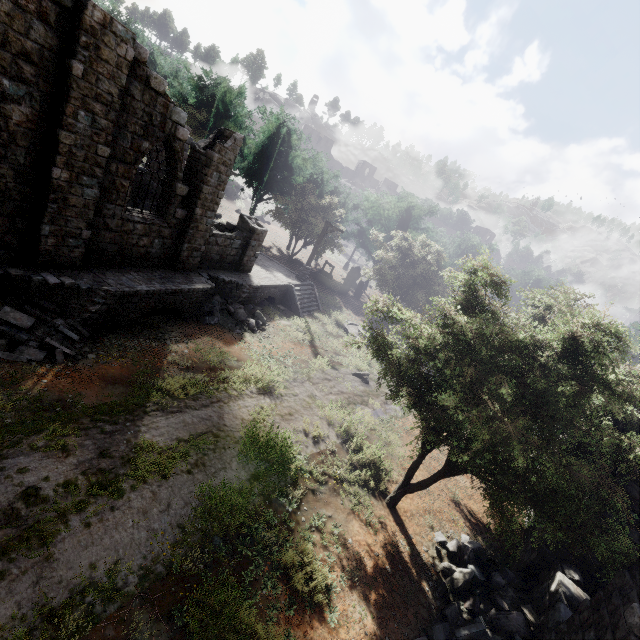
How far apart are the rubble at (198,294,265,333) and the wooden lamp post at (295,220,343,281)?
7.9m

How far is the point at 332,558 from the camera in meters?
7.4

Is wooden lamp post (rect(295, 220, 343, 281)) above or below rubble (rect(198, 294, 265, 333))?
above

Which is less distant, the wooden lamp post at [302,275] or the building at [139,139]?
the building at [139,139]

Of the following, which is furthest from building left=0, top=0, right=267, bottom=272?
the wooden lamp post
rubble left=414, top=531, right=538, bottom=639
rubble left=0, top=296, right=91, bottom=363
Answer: the wooden lamp post

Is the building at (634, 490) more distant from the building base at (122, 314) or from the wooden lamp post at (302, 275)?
the wooden lamp post at (302, 275)

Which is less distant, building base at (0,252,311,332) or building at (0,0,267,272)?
building at (0,0,267,272)

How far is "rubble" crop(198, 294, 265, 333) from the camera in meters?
15.3 m
